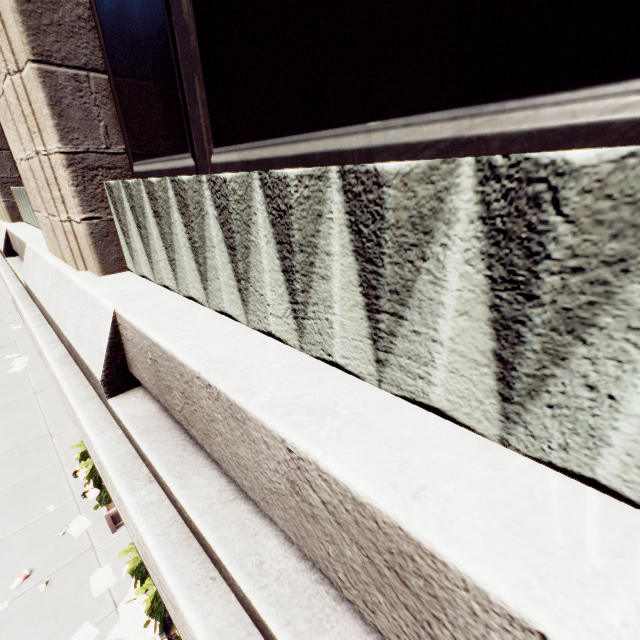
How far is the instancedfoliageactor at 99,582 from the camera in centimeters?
623cm

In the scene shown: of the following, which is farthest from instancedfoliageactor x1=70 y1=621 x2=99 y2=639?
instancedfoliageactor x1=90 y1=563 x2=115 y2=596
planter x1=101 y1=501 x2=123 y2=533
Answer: planter x1=101 y1=501 x2=123 y2=533

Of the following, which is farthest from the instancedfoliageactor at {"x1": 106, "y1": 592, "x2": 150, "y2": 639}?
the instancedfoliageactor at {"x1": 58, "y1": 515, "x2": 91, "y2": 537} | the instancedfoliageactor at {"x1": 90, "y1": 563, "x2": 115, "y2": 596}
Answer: the instancedfoliageactor at {"x1": 58, "y1": 515, "x2": 91, "y2": 537}

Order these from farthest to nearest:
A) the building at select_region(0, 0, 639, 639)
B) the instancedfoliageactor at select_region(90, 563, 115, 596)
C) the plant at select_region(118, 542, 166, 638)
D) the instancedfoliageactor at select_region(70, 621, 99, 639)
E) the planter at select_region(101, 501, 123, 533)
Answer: the planter at select_region(101, 501, 123, 533), the instancedfoliageactor at select_region(90, 563, 115, 596), the instancedfoliageactor at select_region(70, 621, 99, 639), the plant at select_region(118, 542, 166, 638), the building at select_region(0, 0, 639, 639)

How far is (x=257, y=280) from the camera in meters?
2.1 m

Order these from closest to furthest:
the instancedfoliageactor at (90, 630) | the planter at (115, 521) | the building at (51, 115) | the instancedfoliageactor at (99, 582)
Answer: the building at (51, 115)
the instancedfoliageactor at (90, 630)
the instancedfoliageactor at (99, 582)
the planter at (115, 521)

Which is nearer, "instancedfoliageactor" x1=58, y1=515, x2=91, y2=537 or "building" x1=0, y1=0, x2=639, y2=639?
"building" x1=0, y1=0, x2=639, y2=639

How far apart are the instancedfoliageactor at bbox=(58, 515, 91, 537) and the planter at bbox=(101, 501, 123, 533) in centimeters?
29cm
